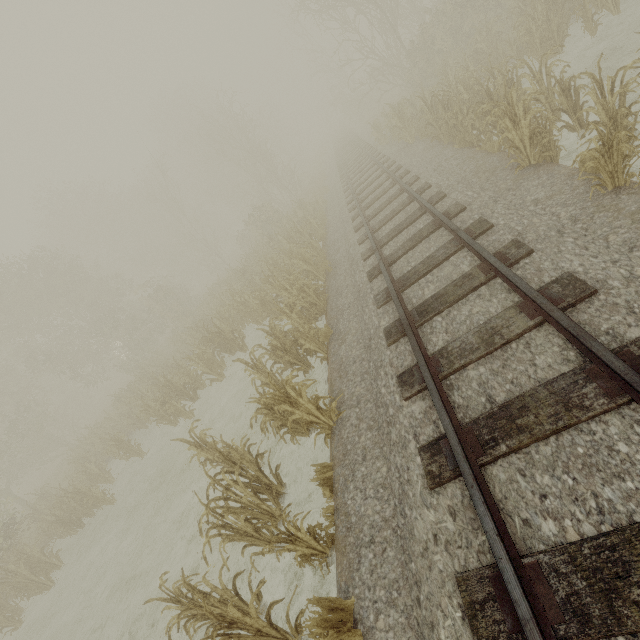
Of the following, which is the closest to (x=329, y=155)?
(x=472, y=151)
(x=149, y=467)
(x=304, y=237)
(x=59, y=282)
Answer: (x=304, y=237)
